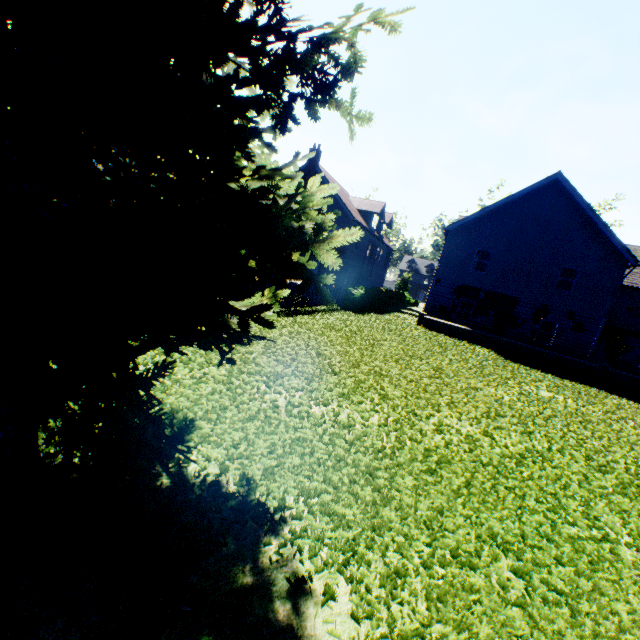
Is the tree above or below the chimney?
below

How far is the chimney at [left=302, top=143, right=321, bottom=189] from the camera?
28.9 meters

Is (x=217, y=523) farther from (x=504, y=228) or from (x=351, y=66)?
(x=504, y=228)

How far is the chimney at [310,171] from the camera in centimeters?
2886cm

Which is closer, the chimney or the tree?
the tree

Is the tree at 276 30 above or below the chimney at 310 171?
below
